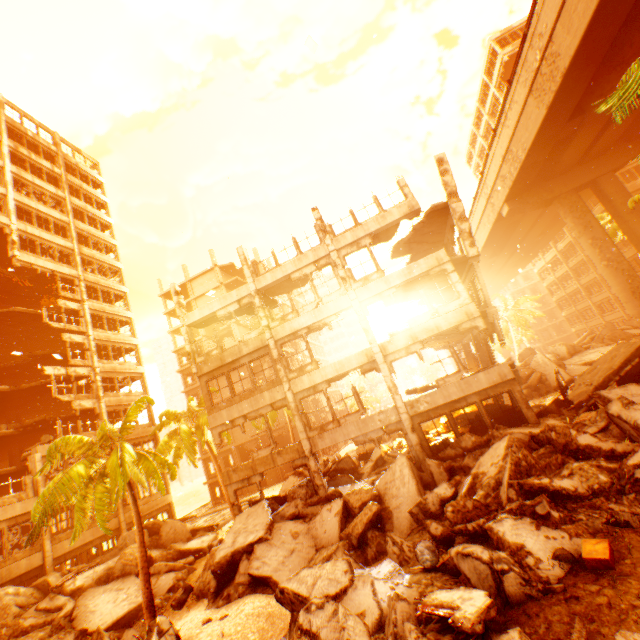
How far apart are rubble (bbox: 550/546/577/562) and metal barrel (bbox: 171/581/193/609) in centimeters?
1536cm

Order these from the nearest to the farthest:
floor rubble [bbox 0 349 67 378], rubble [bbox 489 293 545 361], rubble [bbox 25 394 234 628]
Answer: rubble [bbox 25 394 234 628] < floor rubble [bbox 0 349 67 378] < rubble [bbox 489 293 545 361]

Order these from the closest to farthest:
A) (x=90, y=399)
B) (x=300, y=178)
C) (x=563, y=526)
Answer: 1. (x=563, y=526)
2. (x=90, y=399)
3. (x=300, y=178)

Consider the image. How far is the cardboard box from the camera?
5.41m

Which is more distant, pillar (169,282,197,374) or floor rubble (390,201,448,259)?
pillar (169,282,197,374)

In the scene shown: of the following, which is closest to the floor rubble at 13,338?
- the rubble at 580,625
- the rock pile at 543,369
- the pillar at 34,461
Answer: the pillar at 34,461

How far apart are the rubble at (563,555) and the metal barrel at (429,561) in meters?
2.4

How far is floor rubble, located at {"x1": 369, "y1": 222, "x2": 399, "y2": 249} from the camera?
17.4 meters
